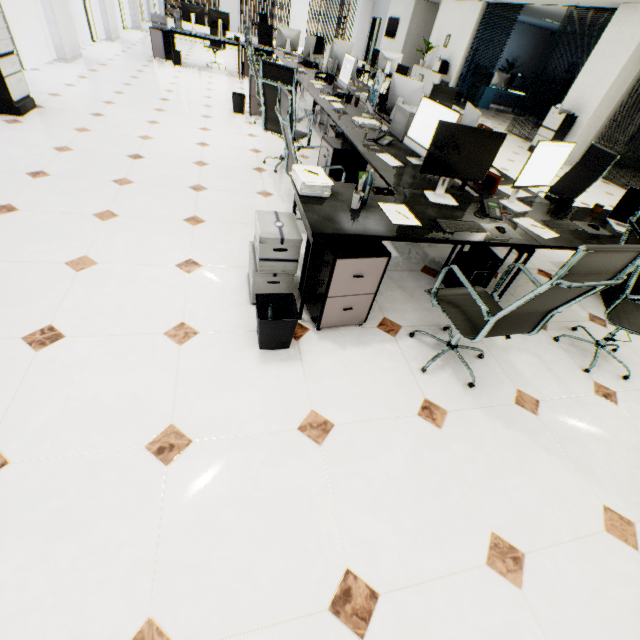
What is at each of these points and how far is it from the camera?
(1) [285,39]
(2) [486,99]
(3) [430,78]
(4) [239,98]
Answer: (1) monitor, 8.38m
(2) desk, 13.57m
(3) cupboard, 13.39m
(4) trash can, 6.00m

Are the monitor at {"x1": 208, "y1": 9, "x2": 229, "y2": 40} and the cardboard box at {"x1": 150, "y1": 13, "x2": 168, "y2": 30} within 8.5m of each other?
yes

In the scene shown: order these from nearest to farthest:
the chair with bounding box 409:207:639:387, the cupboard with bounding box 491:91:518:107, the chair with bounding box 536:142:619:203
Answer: the chair with bounding box 409:207:639:387 < the chair with bounding box 536:142:619:203 < the cupboard with bounding box 491:91:518:107

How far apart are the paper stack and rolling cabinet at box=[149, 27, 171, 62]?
9.4 meters

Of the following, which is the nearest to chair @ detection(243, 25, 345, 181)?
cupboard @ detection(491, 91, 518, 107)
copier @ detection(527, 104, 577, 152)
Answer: copier @ detection(527, 104, 577, 152)

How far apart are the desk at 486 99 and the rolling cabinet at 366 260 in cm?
1541

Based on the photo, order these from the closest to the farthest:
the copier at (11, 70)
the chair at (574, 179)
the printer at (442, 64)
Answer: the chair at (574, 179) < the copier at (11, 70) < the printer at (442, 64)

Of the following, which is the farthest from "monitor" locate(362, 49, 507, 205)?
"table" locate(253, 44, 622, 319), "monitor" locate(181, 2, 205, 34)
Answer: "monitor" locate(181, 2, 205, 34)
